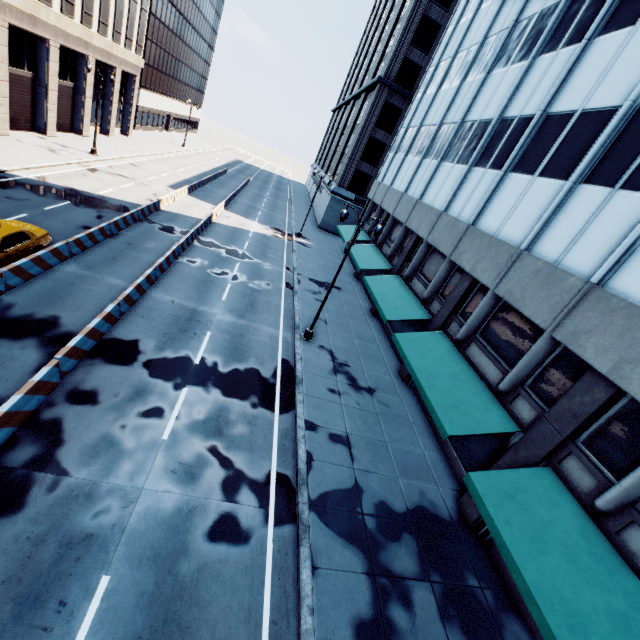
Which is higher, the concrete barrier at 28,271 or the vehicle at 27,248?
the vehicle at 27,248

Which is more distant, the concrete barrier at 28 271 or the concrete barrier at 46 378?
the concrete barrier at 28 271

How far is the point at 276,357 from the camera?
15.88m

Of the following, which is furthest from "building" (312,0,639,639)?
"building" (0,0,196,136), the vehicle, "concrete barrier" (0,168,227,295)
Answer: "building" (0,0,196,136)

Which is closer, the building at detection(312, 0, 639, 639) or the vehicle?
the building at detection(312, 0, 639, 639)

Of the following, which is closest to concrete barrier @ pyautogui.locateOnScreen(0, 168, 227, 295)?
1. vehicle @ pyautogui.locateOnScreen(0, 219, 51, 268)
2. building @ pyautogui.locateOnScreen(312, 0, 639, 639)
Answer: vehicle @ pyautogui.locateOnScreen(0, 219, 51, 268)

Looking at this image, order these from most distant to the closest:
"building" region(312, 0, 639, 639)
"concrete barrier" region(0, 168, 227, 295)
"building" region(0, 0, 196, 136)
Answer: "building" region(0, 0, 196, 136)
"concrete barrier" region(0, 168, 227, 295)
"building" region(312, 0, 639, 639)

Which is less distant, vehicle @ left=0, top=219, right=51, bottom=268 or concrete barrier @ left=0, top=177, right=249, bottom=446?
concrete barrier @ left=0, top=177, right=249, bottom=446
